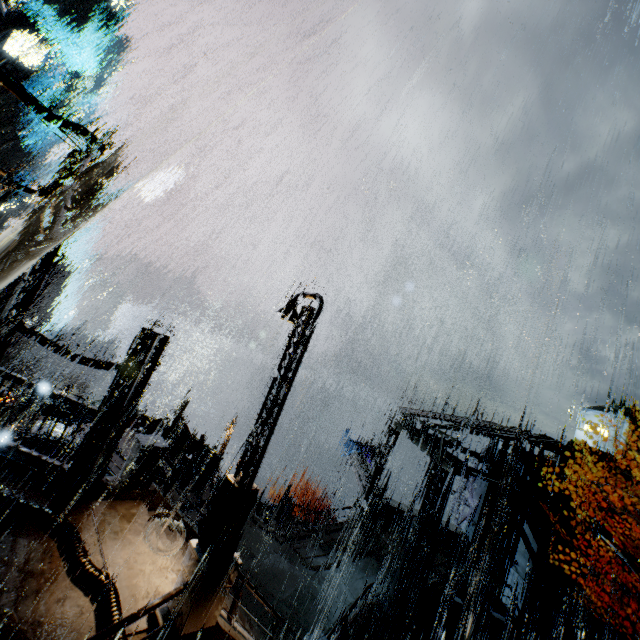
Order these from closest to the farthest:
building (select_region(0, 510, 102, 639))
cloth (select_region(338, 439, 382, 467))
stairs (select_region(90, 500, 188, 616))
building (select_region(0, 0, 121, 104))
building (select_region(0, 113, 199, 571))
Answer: building (select_region(0, 510, 102, 639))
stairs (select_region(90, 500, 188, 616))
building (select_region(0, 113, 199, 571))
cloth (select_region(338, 439, 382, 467))
building (select_region(0, 0, 121, 104))

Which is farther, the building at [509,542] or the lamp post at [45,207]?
the building at [509,542]

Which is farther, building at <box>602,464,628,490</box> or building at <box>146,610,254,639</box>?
building at <box>602,464,628,490</box>

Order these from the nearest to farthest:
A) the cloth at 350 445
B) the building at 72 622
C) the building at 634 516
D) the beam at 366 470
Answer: the building at 72 622 < the building at 634 516 < the beam at 366 470 < the cloth at 350 445

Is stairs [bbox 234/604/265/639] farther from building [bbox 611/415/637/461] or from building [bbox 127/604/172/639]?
building [bbox 611/415/637/461]

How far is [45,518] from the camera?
7.7 meters

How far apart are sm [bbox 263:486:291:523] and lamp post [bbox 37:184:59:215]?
20.6 meters

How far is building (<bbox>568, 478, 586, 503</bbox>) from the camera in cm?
1539
